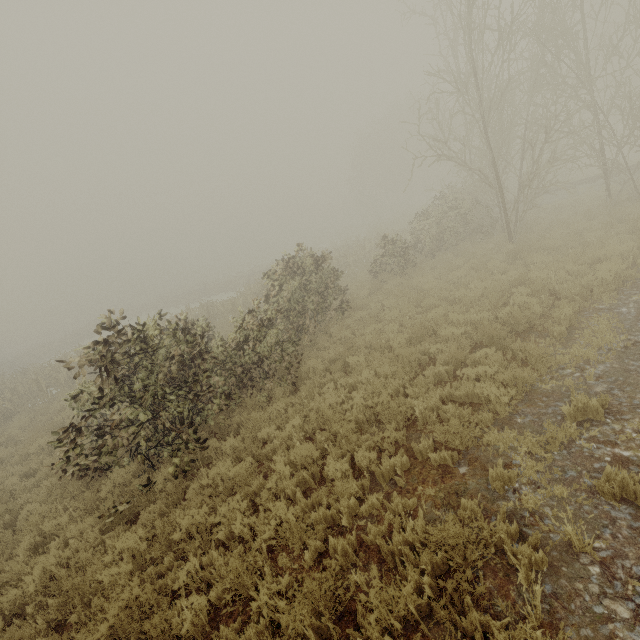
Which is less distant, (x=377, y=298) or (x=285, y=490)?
(x=285, y=490)
